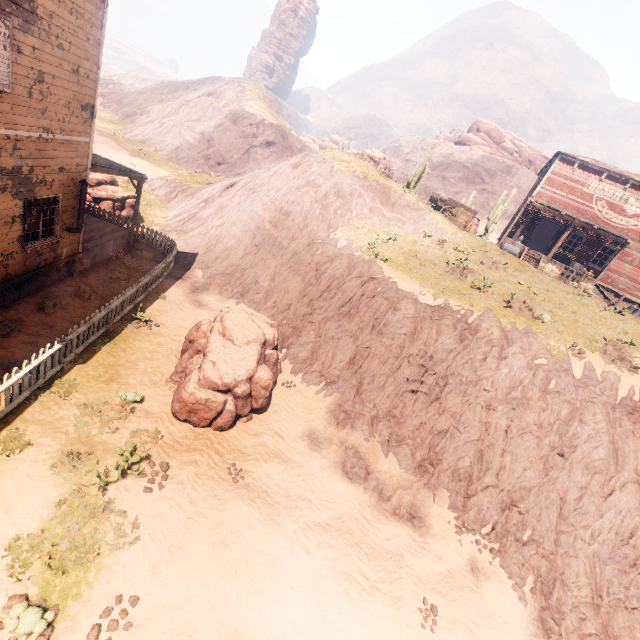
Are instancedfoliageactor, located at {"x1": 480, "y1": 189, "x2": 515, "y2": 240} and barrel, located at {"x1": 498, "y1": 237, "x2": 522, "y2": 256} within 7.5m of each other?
no

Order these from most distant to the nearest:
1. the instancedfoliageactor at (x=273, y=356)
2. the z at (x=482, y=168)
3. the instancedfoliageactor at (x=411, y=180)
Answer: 1. the instancedfoliageactor at (x=411, y=180)
2. the instancedfoliageactor at (x=273, y=356)
3. the z at (x=482, y=168)

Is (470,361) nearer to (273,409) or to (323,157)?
(273,409)

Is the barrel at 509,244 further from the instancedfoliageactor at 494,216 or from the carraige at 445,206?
the instancedfoliageactor at 494,216

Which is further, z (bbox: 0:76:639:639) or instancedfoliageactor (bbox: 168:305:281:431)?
instancedfoliageactor (bbox: 168:305:281:431)

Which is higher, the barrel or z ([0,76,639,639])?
the barrel

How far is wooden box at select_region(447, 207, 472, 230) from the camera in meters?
21.0 m

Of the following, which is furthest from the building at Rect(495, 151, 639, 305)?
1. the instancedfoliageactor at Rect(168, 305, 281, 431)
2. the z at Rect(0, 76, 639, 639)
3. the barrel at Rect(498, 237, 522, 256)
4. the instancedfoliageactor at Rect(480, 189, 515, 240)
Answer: the instancedfoliageactor at Rect(480, 189, 515, 240)
